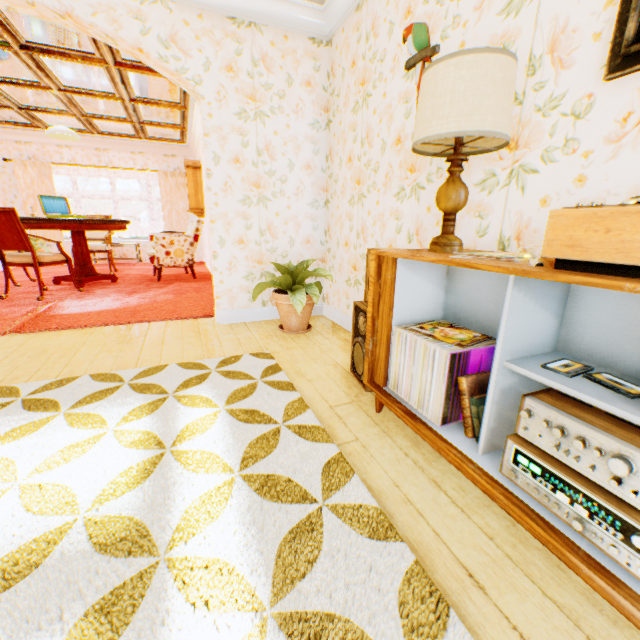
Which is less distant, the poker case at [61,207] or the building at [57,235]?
the poker case at [61,207]

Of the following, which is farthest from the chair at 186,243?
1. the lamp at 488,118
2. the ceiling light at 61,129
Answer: the lamp at 488,118

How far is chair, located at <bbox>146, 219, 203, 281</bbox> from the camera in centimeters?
600cm

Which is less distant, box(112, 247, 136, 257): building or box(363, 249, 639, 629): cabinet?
box(363, 249, 639, 629): cabinet

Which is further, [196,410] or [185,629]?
[196,410]

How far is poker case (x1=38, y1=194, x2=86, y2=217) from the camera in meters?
5.4

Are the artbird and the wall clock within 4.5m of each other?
no

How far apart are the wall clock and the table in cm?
159
